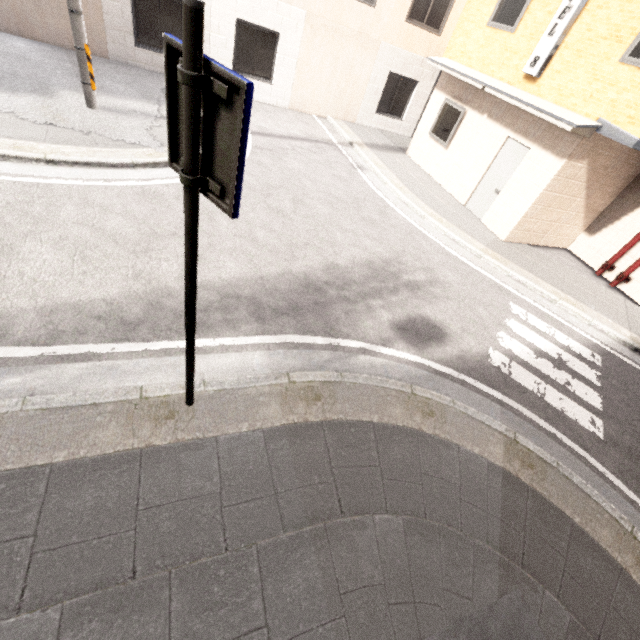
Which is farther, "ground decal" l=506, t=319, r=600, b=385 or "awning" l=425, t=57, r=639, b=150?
"awning" l=425, t=57, r=639, b=150

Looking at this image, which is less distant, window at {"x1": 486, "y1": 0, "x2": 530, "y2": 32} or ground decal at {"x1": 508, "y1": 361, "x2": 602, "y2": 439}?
ground decal at {"x1": 508, "y1": 361, "x2": 602, "y2": 439}

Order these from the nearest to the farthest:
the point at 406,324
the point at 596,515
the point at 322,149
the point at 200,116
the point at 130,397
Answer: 1. the point at 200,116
2. the point at 130,397
3. the point at 596,515
4. the point at 406,324
5. the point at 322,149

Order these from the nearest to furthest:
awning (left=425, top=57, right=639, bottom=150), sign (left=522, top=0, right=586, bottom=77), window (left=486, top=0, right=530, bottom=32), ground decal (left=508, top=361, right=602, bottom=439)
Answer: ground decal (left=508, top=361, right=602, bottom=439)
awning (left=425, top=57, right=639, bottom=150)
sign (left=522, top=0, right=586, bottom=77)
window (left=486, top=0, right=530, bottom=32)

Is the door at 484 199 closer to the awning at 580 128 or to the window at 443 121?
the awning at 580 128

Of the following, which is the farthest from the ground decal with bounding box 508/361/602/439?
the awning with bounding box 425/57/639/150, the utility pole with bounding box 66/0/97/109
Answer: the utility pole with bounding box 66/0/97/109

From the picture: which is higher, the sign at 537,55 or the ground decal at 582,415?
the sign at 537,55

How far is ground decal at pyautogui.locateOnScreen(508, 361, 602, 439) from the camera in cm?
489
